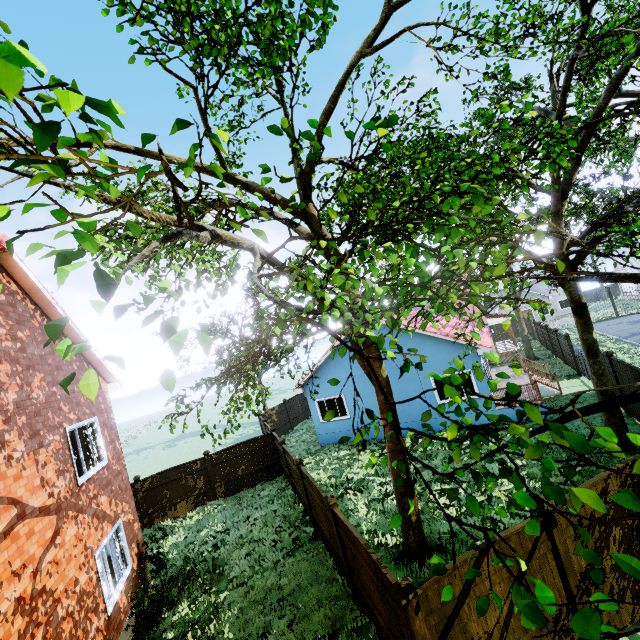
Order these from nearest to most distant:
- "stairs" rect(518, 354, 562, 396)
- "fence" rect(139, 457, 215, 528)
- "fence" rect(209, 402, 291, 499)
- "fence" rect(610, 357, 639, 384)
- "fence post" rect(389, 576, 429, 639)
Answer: "fence post" rect(389, 576, 429, 639) → "fence" rect(610, 357, 639, 384) → "fence" rect(139, 457, 215, 528) → "fence" rect(209, 402, 291, 499) → "stairs" rect(518, 354, 562, 396)

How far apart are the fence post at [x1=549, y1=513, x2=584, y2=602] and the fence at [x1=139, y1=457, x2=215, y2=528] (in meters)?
14.19

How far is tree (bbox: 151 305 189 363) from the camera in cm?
150

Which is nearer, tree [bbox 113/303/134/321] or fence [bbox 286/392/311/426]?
tree [bbox 113/303/134/321]

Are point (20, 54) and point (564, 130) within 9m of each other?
yes

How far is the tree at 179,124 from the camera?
1.8 meters

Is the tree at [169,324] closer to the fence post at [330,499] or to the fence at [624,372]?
the fence at [624,372]

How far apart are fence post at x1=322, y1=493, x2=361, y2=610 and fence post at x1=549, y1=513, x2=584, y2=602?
3.9m
